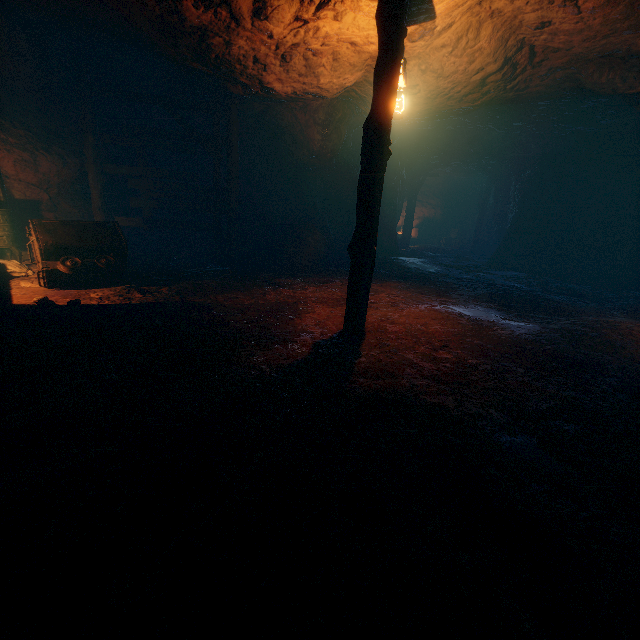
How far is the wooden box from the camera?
→ 21.0m

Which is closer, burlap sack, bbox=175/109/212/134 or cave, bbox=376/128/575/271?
burlap sack, bbox=175/109/212/134

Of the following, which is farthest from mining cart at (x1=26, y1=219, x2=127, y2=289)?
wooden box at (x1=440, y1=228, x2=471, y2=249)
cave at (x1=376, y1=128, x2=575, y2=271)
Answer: wooden box at (x1=440, y1=228, x2=471, y2=249)

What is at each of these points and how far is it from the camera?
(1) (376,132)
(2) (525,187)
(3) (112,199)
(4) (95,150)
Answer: (1) lantern, 4.4m
(2) cave, 13.1m
(3) burlap sack, 10.0m
(4) support, 8.1m

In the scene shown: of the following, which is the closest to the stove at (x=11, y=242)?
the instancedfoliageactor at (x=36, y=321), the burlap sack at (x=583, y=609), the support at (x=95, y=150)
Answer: the burlap sack at (x=583, y=609)

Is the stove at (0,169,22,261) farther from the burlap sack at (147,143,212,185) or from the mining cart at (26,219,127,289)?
the mining cart at (26,219,127,289)

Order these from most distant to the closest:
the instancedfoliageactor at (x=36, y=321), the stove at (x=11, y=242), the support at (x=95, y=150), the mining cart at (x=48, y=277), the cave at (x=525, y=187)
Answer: the cave at (x=525, y=187) → the support at (x=95, y=150) → the stove at (x=11, y=242) → the mining cart at (x=48, y=277) → the instancedfoliageactor at (x=36, y=321)

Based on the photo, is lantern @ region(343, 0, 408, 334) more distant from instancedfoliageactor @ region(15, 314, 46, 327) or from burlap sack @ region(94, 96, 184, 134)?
instancedfoliageactor @ region(15, 314, 46, 327)
